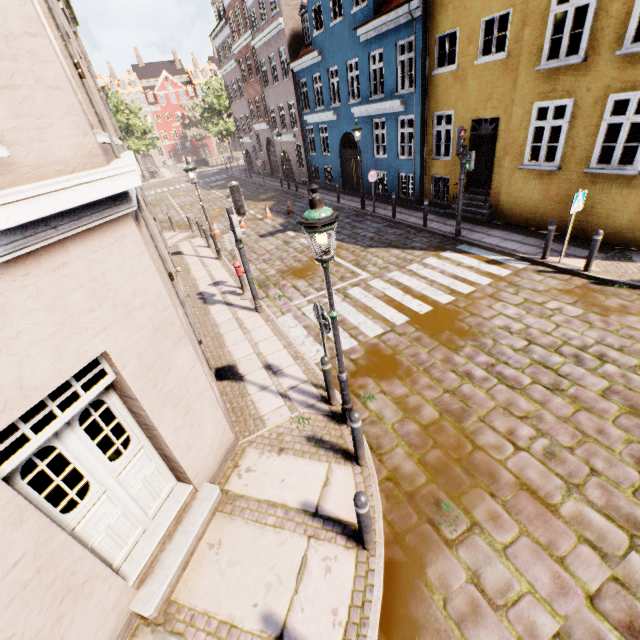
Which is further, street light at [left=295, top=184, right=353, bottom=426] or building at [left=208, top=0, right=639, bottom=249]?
building at [left=208, top=0, right=639, bottom=249]

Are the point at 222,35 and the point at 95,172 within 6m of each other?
no

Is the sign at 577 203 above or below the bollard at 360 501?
above

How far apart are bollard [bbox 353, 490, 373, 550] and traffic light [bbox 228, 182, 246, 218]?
6.6m

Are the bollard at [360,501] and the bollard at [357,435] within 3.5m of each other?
yes

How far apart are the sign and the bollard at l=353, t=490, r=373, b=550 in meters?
8.8

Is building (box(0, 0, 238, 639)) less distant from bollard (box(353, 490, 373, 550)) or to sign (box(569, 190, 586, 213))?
sign (box(569, 190, 586, 213))

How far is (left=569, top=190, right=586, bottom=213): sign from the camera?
8.0 meters
